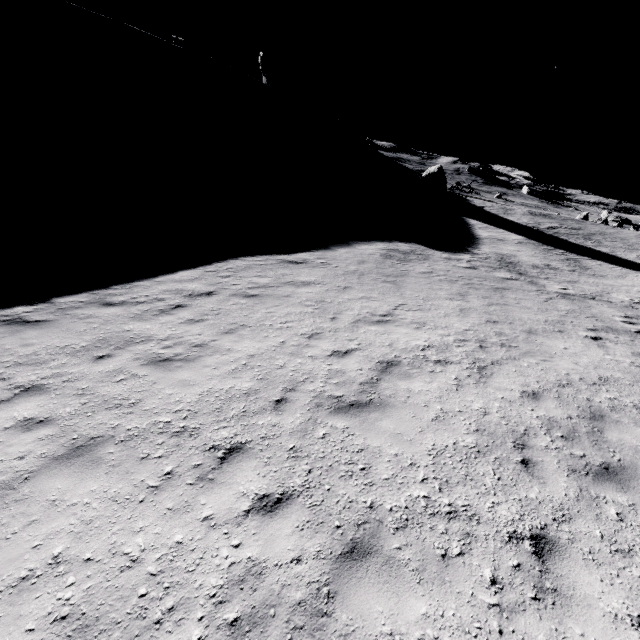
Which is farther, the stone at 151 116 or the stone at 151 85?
the stone at 151 85

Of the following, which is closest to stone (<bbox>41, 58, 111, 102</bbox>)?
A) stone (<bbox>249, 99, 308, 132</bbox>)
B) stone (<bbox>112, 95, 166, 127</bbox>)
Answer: stone (<bbox>112, 95, 166, 127</bbox>)

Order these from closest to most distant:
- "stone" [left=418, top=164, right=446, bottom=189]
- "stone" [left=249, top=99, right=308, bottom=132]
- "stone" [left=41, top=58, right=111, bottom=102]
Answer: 1. "stone" [left=41, top=58, right=111, bottom=102]
2. "stone" [left=418, top=164, right=446, bottom=189]
3. "stone" [left=249, top=99, right=308, bottom=132]

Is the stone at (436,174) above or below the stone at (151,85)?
below

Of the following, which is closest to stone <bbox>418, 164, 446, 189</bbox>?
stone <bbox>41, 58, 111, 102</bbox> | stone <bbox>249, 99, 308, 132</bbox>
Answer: stone <bbox>249, 99, 308, 132</bbox>

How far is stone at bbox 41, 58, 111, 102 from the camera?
39.8m

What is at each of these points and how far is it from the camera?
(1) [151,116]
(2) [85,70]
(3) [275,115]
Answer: (1) stone, 44.3m
(2) stone, 44.0m
(3) stone, 56.6m

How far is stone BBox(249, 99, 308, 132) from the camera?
54.9 meters
